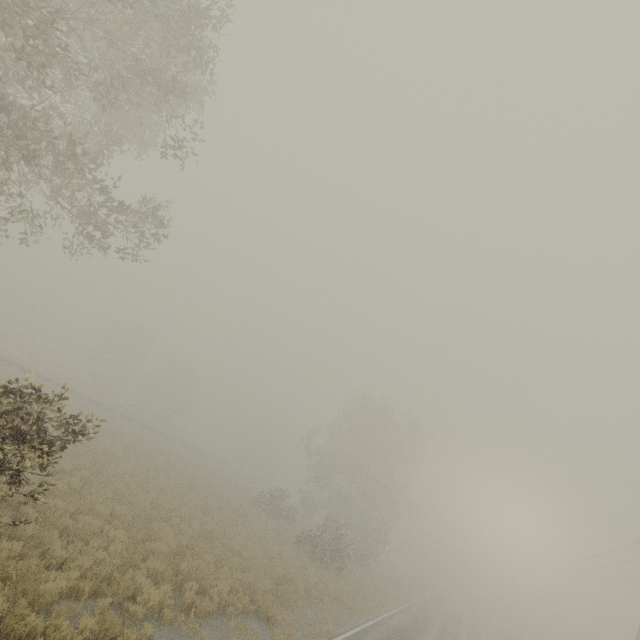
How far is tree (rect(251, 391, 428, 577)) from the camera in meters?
25.8

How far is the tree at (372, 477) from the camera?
Result: 25.8m

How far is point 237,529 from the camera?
19.7m
